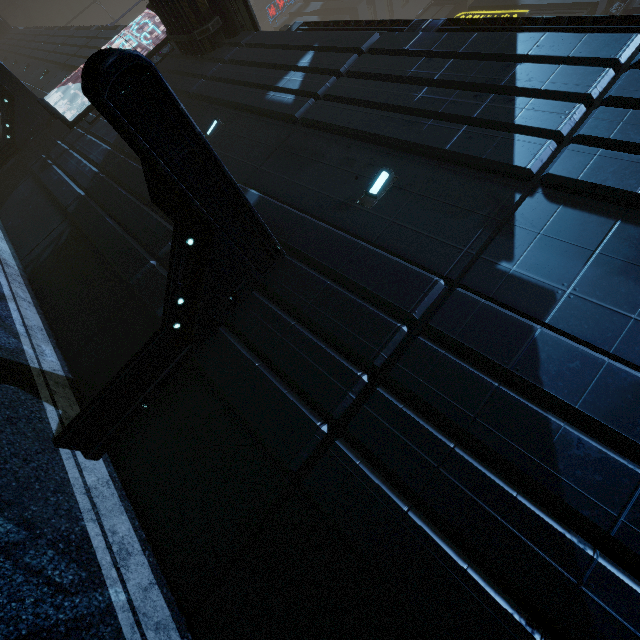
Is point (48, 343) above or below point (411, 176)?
below

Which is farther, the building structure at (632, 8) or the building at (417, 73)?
the building structure at (632, 8)

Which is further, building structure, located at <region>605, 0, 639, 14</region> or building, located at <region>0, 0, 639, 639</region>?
building structure, located at <region>605, 0, 639, 14</region>

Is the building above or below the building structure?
below

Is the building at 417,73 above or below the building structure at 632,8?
below
